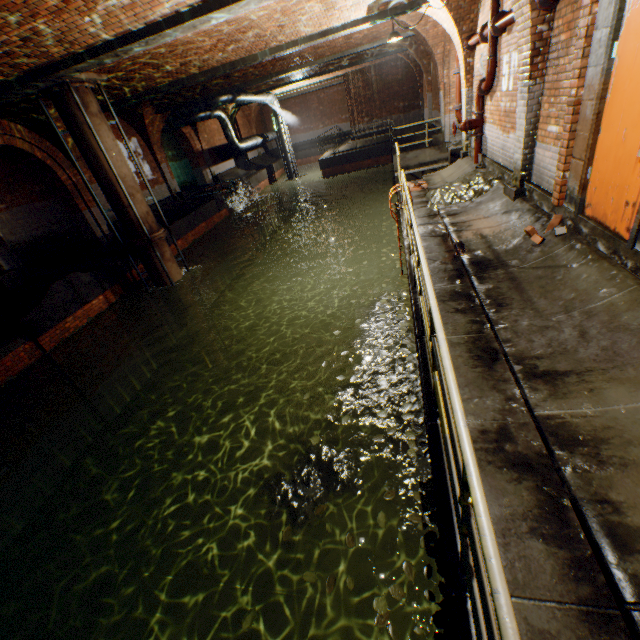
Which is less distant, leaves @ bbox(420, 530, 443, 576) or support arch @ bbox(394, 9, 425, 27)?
leaves @ bbox(420, 530, 443, 576)

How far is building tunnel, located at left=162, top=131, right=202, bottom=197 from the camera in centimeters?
2062cm

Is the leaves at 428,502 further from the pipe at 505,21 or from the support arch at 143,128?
the support arch at 143,128

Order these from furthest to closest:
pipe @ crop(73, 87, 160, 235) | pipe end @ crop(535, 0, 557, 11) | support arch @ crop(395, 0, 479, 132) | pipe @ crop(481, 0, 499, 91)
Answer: pipe @ crop(73, 87, 160, 235)
support arch @ crop(395, 0, 479, 132)
pipe @ crop(481, 0, 499, 91)
pipe end @ crop(535, 0, 557, 11)

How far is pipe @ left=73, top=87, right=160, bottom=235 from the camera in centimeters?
858cm

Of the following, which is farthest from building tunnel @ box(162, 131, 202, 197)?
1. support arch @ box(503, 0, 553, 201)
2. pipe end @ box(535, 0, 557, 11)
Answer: pipe end @ box(535, 0, 557, 11)

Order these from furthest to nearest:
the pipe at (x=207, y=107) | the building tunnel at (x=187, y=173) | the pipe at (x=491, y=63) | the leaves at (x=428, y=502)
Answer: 1. the building tunnel at (x=187, y=173)
2. the pipe at (x=207, y=107)
3. the pipe at (x=491, y=63)
4. the leaves at (x=428, y=502)

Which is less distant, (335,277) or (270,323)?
(270,323)
